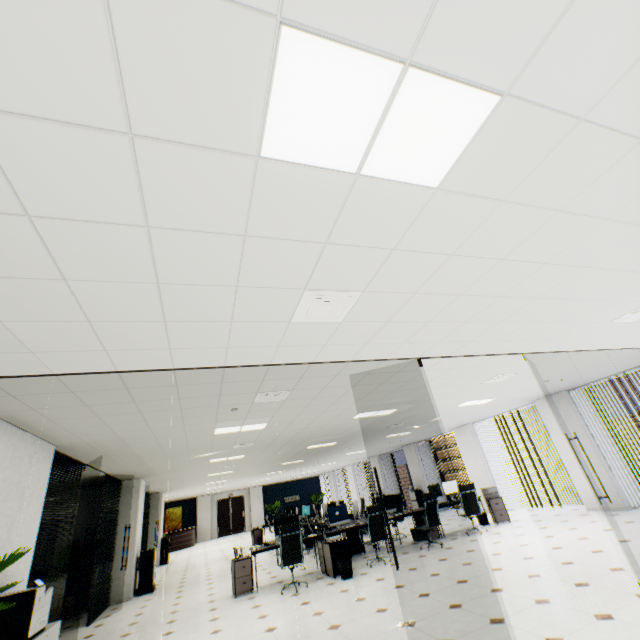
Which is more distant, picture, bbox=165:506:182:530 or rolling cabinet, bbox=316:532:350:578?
picture, bbox=165:506:182:530

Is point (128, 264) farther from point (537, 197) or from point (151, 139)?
point (537, 197)

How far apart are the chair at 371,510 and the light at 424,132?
7.8m

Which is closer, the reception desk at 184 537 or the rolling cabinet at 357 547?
the rolling cabinet at 357 547

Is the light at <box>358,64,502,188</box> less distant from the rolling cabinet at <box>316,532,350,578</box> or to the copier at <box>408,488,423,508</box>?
the rolling cabinet at <box>316,532,350,578</box>

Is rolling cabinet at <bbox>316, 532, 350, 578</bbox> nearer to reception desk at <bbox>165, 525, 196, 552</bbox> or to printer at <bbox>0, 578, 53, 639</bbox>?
printer at <bbox>0, 578, 53, 639</bbox>

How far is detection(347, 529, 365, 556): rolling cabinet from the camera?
8.7m

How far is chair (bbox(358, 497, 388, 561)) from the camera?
7.38m
